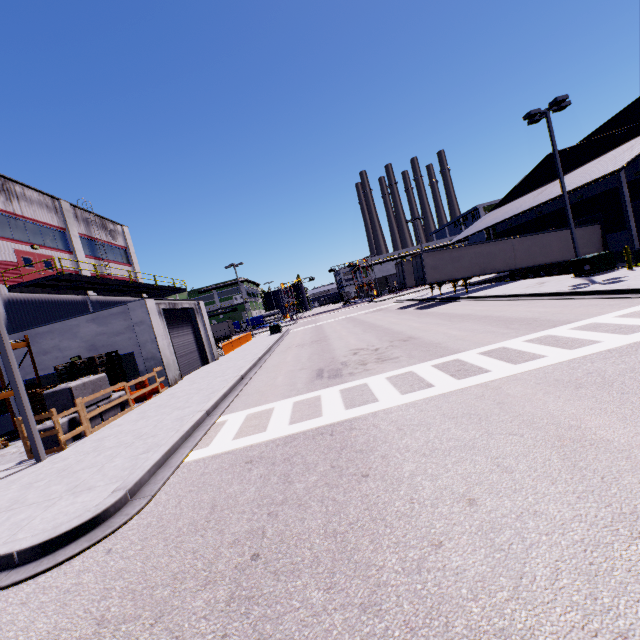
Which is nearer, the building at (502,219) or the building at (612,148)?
the building at (612,148)

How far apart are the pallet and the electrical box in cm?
2542

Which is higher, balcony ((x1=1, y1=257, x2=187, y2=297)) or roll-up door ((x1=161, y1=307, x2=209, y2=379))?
balcony ((x1=1, y1=257, x2=187, y2=297))

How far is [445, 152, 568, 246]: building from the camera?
27.6 meters

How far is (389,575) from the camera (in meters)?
3.01

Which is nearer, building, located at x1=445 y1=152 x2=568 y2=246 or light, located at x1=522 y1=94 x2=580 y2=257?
light, located at x1=522 y1=94 x2=580 y2=257

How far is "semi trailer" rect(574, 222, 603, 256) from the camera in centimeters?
2688cm

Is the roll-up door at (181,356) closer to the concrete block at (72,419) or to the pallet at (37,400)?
the concrete block at (72,419)
